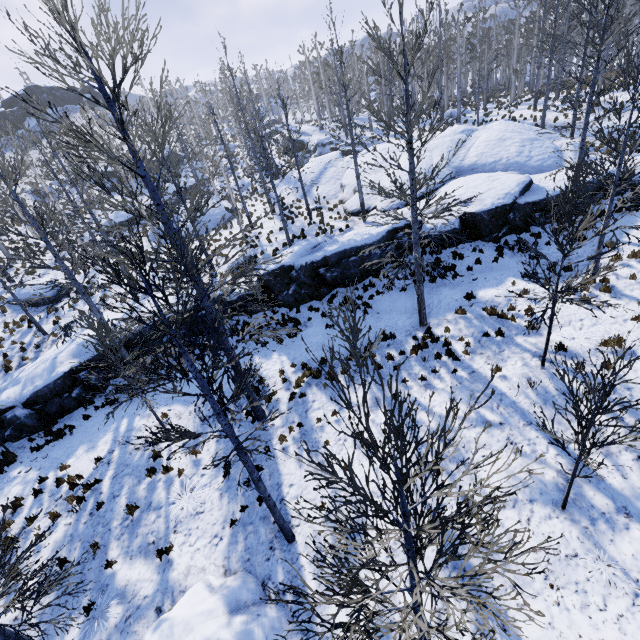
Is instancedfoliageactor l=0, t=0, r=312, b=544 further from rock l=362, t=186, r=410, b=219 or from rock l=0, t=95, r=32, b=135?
rock l=0, t=95, r=32, b=135

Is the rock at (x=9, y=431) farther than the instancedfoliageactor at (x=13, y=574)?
Yes

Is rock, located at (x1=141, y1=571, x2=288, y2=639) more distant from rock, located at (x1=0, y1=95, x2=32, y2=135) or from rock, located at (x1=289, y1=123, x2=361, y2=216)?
rock, located at (x1=0, y1=95, x2=32, y2=135)

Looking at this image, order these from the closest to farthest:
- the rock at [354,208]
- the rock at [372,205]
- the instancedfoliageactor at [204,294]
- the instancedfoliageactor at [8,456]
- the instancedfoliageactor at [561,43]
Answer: the instancedfoliageactor at [204,294], the instancedfoliageactor at [561,43], the instancedfoliageactor at [8,456], the rock at [372,205], the rock at [354,208]

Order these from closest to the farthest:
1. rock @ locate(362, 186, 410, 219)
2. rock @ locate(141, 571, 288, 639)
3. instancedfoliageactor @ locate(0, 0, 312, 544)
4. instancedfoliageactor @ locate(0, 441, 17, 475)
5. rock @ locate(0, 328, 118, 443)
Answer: instancedfoliageactor @ locate(0, 0, 312, 544) < rock @ locate(141, 571, 288, 639) < instancedfoliageactor @ locate(0, 441, 17, 475) < rock @ locate(0, 328, 118, 443) < rock @ locate(362, 186, 410, 219)

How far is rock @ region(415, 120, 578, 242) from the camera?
14.6 meters

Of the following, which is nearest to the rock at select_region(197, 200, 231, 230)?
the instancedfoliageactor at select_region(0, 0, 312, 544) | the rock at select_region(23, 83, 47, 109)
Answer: the instancedfoliageactor at select_region(0, 0, 312, 544)

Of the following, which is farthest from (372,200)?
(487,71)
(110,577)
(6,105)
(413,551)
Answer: (6,105)
